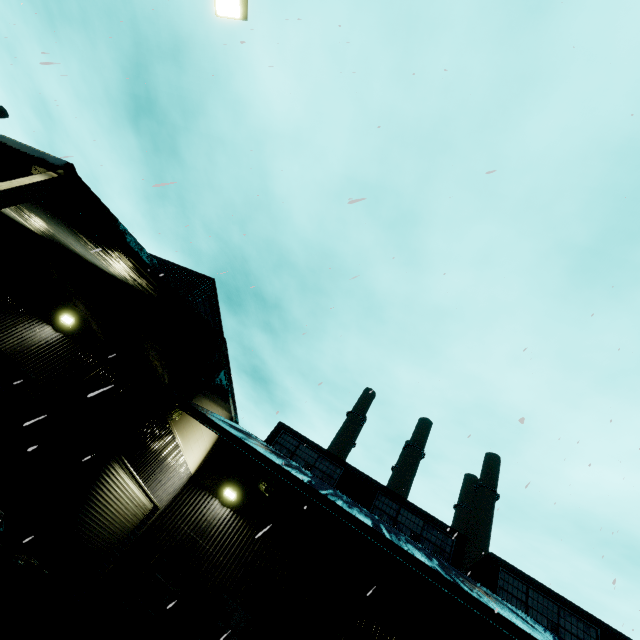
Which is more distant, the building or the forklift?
the building

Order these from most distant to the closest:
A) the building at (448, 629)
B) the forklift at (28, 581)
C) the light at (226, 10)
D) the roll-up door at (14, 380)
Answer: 1. the roll-up door at (14, 380)
2. the building at (448, 629)
3. the light at (226, 10)
4. the forklift at (28, 581)

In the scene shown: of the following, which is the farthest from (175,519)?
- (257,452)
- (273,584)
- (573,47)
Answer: (573,47)

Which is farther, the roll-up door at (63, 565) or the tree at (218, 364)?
the tree at (218, 364)

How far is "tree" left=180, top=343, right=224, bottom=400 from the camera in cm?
1041

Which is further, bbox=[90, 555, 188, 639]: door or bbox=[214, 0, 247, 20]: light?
bbox=[90, 555, 188, 639]: door

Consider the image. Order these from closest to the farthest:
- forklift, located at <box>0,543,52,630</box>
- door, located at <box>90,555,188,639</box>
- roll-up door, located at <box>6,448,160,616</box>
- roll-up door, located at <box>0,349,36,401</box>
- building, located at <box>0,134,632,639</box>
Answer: forklift, located at <box>0,543,52,630</box> < building, located at <box>0,134,632,639</box> < roll-up door, located at <box>6,448,160,616</box> < roll-up door, located at <box>0,349,36,401</box> < door, located at <box>90,555,188,639</box>

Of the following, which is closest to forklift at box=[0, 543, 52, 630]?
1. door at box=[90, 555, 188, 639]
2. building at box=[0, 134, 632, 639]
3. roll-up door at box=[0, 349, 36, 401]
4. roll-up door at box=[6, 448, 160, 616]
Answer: building at box=[0, 134, 632, 639]
